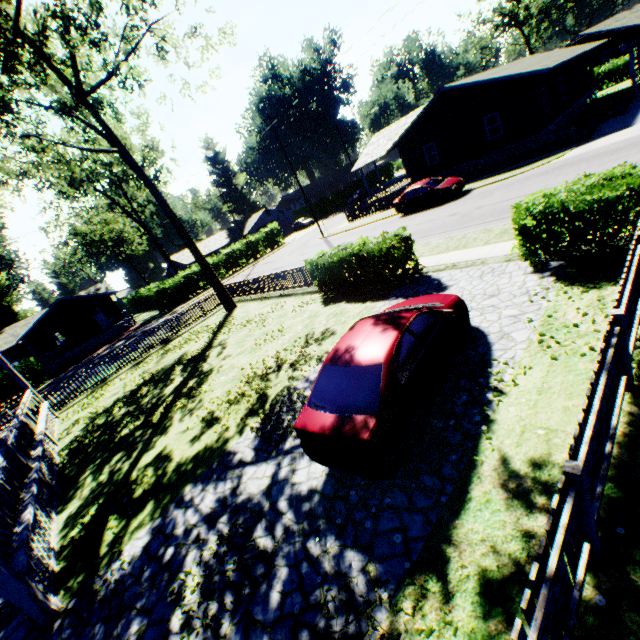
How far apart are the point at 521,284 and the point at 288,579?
8.1 meters

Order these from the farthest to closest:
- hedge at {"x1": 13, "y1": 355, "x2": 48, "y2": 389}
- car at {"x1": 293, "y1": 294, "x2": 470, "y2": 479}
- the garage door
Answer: the garage door → hedge at {"x1": 13, "y1": 355, "x2": 48, "y2": 389} → car at {"x1": 293, "y1": 294, "x2": 470, "y2": 479}

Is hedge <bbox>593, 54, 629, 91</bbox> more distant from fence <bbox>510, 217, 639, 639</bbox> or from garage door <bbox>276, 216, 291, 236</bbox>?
garage door <bbox>276, 216, 291, 236</bbox>

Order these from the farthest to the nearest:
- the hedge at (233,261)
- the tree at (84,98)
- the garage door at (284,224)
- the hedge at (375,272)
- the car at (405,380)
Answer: the garage door at (284,224), the hedge at (233,261), the tree at (84,98), the hedge at (375,272), the car at (405,380)

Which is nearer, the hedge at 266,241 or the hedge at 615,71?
the hedge at 615,71

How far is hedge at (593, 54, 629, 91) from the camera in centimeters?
3490cm

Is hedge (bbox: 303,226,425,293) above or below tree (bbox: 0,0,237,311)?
below

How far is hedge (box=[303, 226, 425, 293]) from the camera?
11.24m
